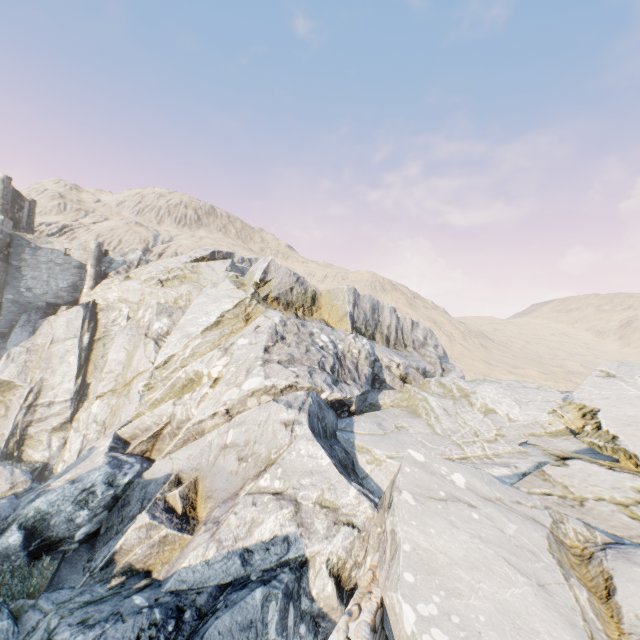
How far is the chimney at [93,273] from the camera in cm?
3002

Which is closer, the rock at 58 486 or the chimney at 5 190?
the rock at 58 486

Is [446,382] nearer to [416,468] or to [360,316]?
[360,316]

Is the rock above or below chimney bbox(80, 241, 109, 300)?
below

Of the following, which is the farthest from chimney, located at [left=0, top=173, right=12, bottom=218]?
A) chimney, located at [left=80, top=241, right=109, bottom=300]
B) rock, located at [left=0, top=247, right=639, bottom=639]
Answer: chimney, located at [left=80, top=241, right=109, bottom=300]

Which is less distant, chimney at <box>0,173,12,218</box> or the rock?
the rock

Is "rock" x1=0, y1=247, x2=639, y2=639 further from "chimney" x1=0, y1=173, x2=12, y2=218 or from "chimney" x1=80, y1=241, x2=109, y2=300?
"chimney" x1=0, y1=173, x2=12, y2=218

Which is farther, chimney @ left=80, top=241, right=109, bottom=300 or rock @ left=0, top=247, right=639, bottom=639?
chimney @ left=80, top=241, right=109, bottom=300
